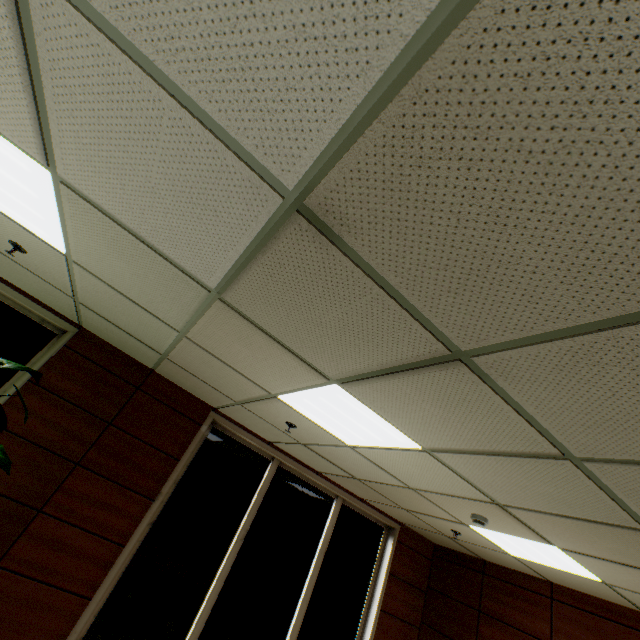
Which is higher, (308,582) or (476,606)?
(476,606)
